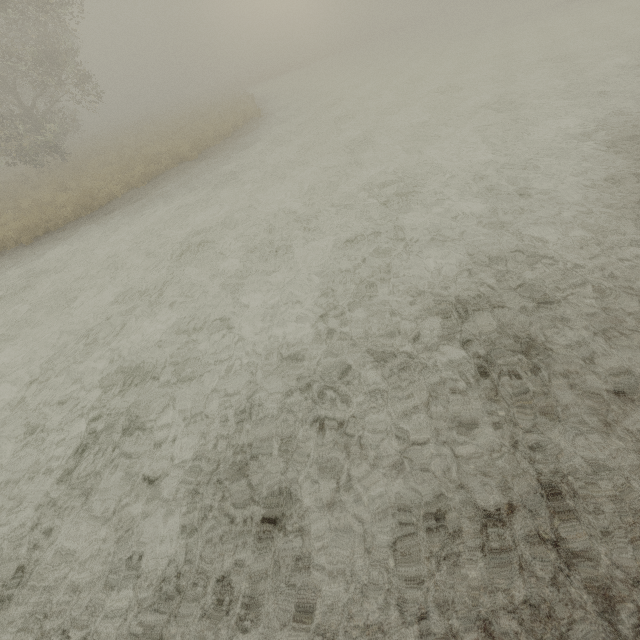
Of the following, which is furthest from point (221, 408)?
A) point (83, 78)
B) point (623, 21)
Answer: point (623, 21)
